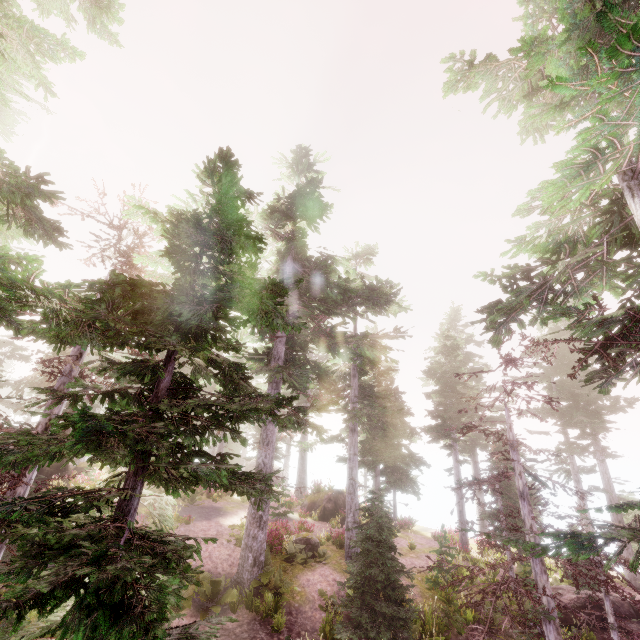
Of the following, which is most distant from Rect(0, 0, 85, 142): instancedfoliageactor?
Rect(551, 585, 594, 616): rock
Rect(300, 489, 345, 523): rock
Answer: Rect(551, 585, 594, 616): rock

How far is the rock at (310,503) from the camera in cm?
2550

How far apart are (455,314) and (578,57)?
28.00m

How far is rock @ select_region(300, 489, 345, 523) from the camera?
25.5 meters

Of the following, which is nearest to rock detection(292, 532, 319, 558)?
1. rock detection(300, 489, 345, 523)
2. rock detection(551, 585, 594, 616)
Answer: rock detection(300, 489, 345, 523)

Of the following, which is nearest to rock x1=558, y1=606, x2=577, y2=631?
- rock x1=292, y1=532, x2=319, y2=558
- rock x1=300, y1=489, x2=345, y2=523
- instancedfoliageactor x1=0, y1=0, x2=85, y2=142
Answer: instancedfoliageactor x1=0, y1=0, x2=85, y2=142

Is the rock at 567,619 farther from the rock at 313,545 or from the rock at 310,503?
the rock at 310,503

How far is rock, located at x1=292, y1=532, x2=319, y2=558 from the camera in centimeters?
1677cm
